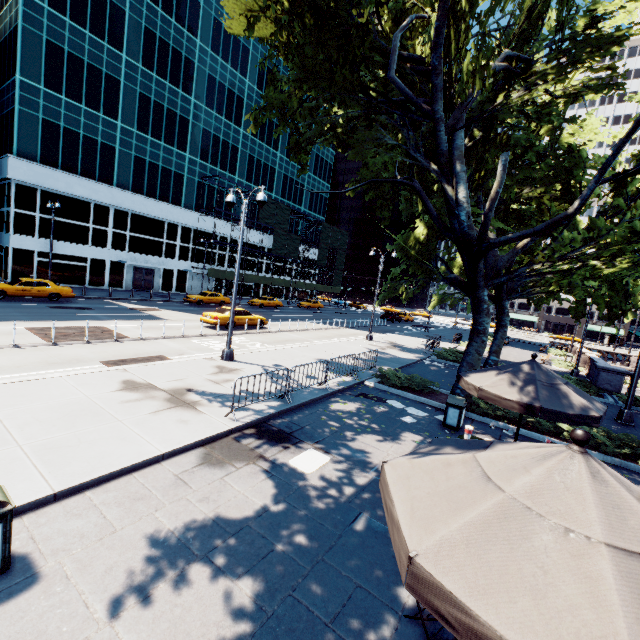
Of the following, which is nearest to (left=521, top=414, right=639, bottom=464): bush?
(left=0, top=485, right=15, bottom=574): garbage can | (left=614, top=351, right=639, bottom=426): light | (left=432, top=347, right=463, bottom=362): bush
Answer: (left=614, top=351, right=639, bottom=426): light

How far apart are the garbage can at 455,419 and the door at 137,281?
38.41m

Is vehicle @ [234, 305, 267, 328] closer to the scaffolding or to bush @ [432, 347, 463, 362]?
bush @ [432, 347, 463, 362]

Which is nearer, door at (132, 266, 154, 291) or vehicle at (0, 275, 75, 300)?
vehicle at (0, 275, 75, 300)

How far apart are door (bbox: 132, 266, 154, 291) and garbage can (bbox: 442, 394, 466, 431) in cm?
3841

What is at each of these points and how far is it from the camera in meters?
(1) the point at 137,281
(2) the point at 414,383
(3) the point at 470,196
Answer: (1) door, 38.4
(2) bush, 14.1
(3) tree, 13.5

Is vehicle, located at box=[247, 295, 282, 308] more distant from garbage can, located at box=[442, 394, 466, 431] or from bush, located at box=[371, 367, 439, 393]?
garbage can, located at box=[442, 394, 466, 431]

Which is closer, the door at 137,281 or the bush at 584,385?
the bush at 584,385
